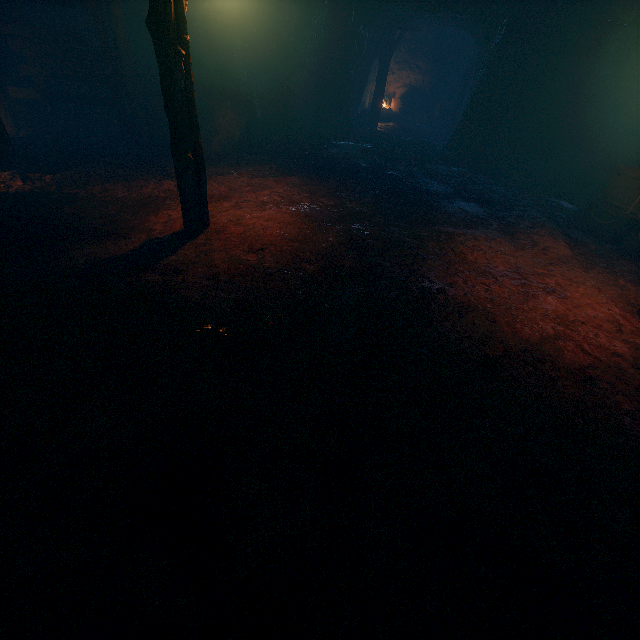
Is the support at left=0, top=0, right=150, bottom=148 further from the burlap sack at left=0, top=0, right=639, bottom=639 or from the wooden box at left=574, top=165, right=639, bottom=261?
the wooden box at left=574, top=165, right=639, bottom=261

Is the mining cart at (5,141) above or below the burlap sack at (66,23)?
below

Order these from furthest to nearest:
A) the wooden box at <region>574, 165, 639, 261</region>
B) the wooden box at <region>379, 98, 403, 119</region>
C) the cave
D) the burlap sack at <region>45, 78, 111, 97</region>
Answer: the wooden box at <region>379, 98, 403, 119</region> < the cave < the burlap sack at <region>45, 78, 111, 97</region> < the wooden box at <region>574, 165, 639, 261</region>

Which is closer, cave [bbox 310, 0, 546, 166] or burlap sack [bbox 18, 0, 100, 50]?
burlap sack [bbox 18, 0, 100, 50]

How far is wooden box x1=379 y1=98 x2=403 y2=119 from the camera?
19.82m

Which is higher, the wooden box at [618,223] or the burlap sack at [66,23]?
the burlap sack at [66,23]

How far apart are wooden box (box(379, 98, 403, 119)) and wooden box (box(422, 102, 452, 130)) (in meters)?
1.57

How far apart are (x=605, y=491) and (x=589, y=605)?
1.2m
